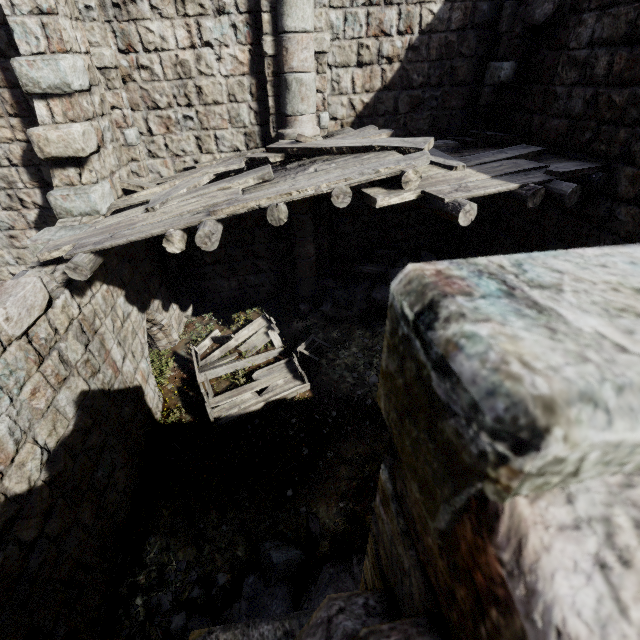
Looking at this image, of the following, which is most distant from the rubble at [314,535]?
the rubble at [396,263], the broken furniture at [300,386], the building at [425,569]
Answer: the rubble at [396,263]

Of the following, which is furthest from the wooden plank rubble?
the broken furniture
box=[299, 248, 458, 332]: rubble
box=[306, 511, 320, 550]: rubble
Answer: box=[306, 511, 320, 550]: rubble

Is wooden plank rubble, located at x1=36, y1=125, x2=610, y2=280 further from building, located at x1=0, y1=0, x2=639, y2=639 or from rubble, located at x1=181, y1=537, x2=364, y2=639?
rubble, located at x1=181, y1=537, x2=364, y2=639

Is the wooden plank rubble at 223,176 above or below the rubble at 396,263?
above

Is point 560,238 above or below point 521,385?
below

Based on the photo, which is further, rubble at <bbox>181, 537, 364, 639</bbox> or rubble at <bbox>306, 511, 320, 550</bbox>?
rubble at <bbox>306, 511, 320, 550</bbox>

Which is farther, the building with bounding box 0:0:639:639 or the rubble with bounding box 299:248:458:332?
the rubble with bounding box 299:248:458:332

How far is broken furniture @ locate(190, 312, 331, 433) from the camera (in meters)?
7.09
